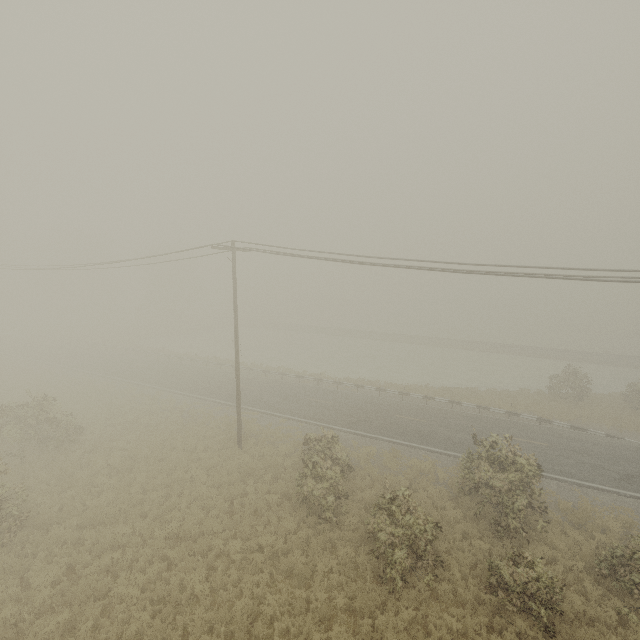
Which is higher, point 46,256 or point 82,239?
point 82,239
